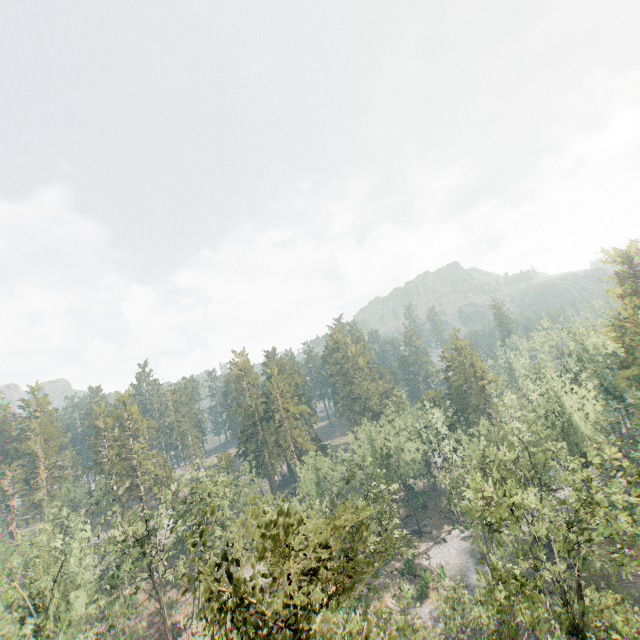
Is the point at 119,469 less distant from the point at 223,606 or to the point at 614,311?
the point at 223,606

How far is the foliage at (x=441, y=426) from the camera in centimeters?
5684cm

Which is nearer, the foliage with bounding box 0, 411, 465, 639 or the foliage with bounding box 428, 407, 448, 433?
the foliage with bounding box 0, 411, 465, 639

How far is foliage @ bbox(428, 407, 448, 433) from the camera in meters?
56.8

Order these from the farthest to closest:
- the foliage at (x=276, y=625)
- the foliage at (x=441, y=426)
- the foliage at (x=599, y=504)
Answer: the foliage at (x=441, y=426)
the foliage at (x=599, y=504)
the foliage at (x=276, y=625)

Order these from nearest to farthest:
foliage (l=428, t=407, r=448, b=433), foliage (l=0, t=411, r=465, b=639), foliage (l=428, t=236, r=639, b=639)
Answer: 1. foliage (l=0, t=411, r=465, b=639)
2. foliage (l=428, t=236, r=639, b=639)
3. foliage (l=428, t=407, r=448, b=433)
